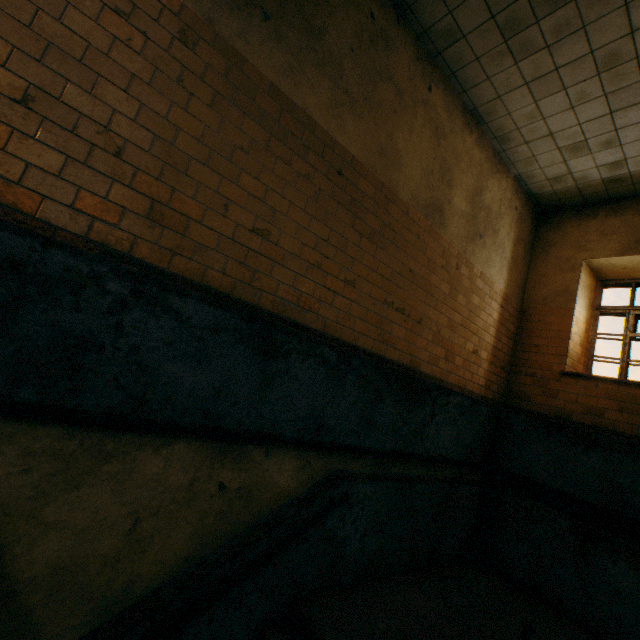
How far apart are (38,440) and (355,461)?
2.9m

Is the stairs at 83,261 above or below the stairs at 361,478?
above

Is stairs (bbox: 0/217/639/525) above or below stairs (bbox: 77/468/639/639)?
above

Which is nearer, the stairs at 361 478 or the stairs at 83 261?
the stairs at 83 261

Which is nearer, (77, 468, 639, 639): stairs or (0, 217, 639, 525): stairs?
(0, 217, 639, 525): stairs
